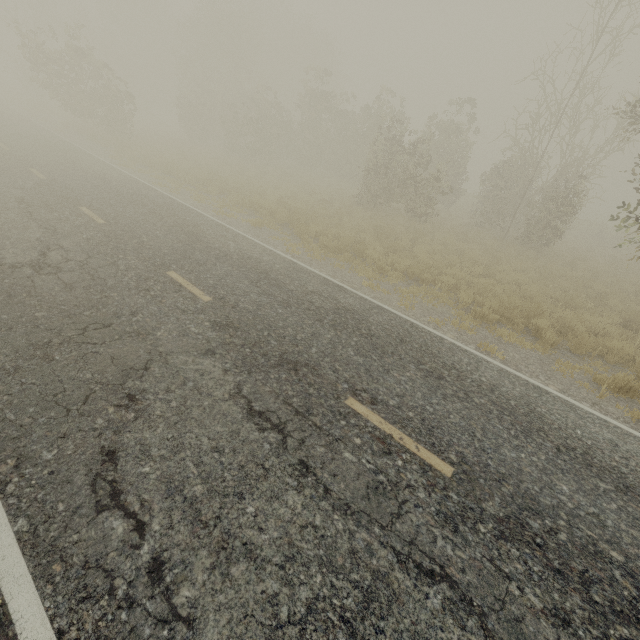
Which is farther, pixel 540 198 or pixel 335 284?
pixel 540 198
